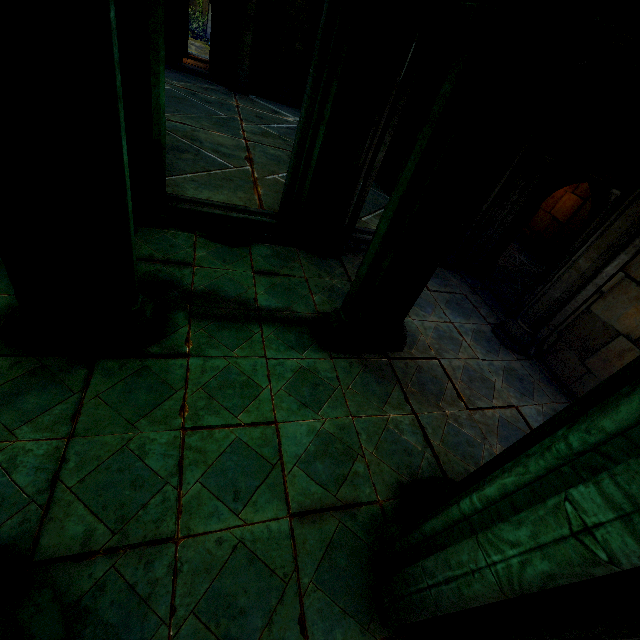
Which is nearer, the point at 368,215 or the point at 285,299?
the point at 285,299

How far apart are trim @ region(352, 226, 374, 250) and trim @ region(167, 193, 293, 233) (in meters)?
1.01

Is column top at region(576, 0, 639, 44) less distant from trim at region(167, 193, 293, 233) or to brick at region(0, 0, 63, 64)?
brick at region(0, 0, 63, 64)

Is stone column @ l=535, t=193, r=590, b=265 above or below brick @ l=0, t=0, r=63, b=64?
below

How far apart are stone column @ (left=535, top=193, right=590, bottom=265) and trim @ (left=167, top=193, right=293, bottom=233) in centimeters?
729cm

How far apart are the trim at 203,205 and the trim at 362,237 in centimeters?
101cm

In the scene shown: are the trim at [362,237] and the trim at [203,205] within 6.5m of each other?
yes

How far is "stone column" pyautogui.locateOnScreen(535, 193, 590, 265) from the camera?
7.93m
